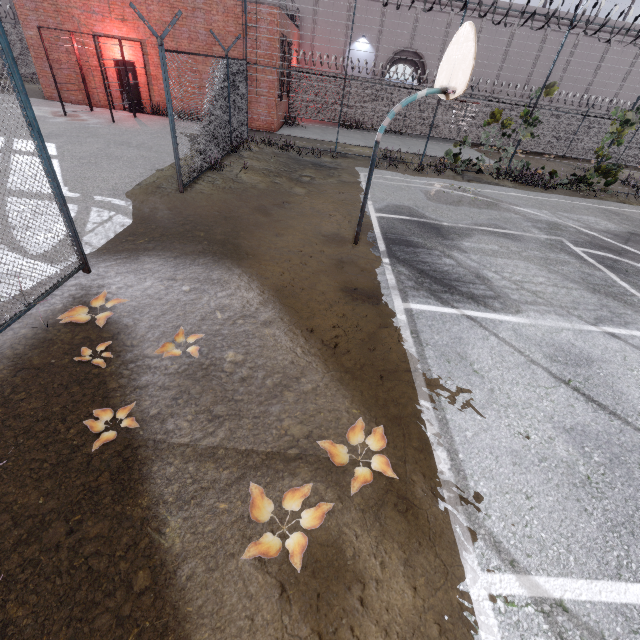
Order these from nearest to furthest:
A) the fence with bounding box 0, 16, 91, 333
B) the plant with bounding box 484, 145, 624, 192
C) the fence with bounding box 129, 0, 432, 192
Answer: the fence with bounding box 0, 16, 91, 333 → the fence with bounding box 129, 0, 432, 192 → the plant with bounding box 484, 145, 624, 192

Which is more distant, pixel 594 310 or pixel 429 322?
pixel 594 310

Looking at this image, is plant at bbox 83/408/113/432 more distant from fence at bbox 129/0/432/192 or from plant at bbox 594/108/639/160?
plant at bbox 594/108/639/160

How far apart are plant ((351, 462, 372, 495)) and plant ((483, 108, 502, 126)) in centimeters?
1491cm

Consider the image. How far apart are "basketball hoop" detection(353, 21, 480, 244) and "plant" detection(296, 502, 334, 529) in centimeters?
540cm

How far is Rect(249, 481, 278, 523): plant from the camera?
2.53m

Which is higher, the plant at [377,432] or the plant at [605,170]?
the plant at [605,170]

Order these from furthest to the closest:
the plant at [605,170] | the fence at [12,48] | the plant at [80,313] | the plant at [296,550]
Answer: the plant at [605,170] < the plant at [80,313] < the fence at [12,48] < the plant at [296,550]
